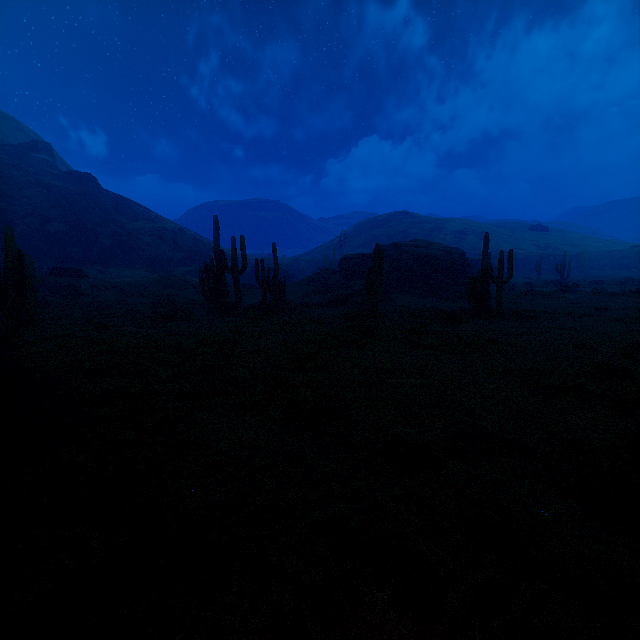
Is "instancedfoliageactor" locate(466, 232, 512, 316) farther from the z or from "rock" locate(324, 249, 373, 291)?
"rock" locate(324, 249, 373, 291)

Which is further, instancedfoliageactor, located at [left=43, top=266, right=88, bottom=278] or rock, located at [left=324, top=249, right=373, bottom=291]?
rock, located at [left=324, top=249, right=373, bottom=291]

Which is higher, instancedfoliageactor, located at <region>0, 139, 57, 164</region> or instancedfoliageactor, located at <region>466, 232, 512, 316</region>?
instancedfoliageactor, located at <region>0, 139, 57, 164</region>

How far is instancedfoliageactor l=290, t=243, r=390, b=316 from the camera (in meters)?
15.40

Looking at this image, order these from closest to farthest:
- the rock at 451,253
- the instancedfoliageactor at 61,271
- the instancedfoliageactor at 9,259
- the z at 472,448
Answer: the z at 472,448 → the instancedfoliageactor at 9,259 → the rock at 451,253 → the instancedfoliageactor at 61,271

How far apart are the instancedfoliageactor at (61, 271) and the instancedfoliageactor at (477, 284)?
29.57m

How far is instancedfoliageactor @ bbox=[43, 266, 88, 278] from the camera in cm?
2628

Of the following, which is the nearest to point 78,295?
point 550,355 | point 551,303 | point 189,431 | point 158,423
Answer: point 158,423
